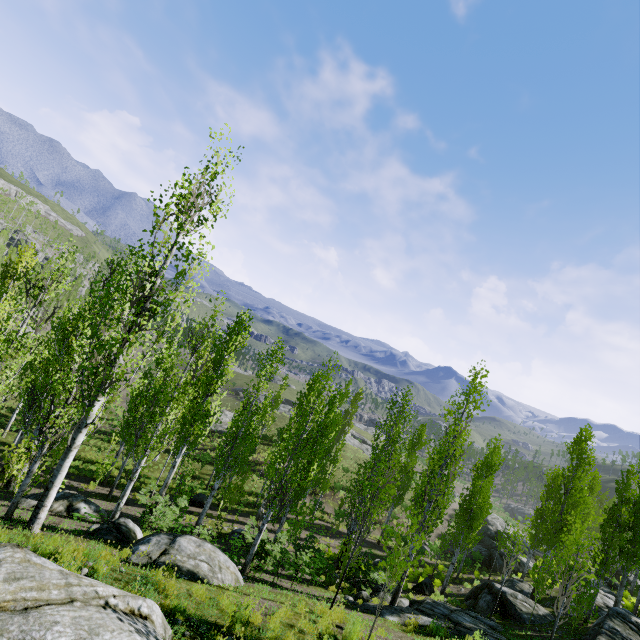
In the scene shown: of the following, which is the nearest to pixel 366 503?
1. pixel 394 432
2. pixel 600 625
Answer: pixel 600 625

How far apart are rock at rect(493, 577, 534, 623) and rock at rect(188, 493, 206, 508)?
17.54m

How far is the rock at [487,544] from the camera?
Answer: 32.4 meters

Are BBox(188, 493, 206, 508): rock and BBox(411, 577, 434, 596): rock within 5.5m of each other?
no

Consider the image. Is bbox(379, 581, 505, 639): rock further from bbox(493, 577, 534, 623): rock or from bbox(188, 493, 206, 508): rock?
bbox(188, 493, 206, 508): rock

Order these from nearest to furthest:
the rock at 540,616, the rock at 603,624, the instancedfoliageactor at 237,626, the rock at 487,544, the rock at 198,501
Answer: the instancedfoliageactor at 237,626 < the rock at 603,624 < the rock at 540,616 < the rock at 198,501 < the rock at 487,544

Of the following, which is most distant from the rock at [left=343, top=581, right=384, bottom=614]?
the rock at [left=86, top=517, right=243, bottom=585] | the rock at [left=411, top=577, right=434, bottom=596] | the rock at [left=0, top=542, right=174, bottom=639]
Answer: the rock at [left=0, top=542, right=174, bottom=639]

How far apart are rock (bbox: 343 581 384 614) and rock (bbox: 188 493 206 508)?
15.4 meters
